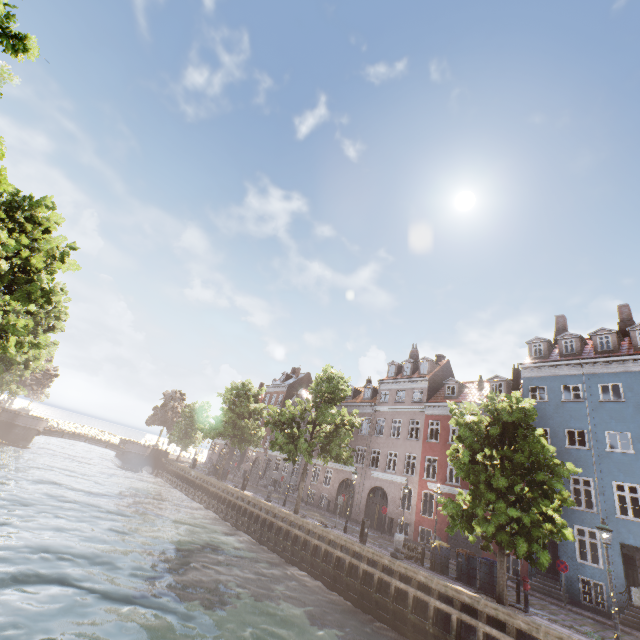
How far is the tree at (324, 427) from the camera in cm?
2351

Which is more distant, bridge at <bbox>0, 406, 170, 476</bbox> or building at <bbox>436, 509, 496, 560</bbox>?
bridge at <bbox>0, 406, 170, 476</bbox>

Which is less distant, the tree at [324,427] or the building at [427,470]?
the building at [427,470]

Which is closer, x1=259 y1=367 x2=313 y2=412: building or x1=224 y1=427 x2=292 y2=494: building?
x1=224 y1=427 x2=292 y2=494: building

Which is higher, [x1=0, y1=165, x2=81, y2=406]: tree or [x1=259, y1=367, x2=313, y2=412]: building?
[x1=259, y1=367, x2=313, y2=412]: building

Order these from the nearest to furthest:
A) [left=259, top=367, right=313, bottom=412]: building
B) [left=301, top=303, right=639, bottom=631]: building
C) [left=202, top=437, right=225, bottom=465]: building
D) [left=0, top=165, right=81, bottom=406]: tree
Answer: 1. [left=0, top=165, right=81, bottom=406]: tree
2. [left=301, top=303, right=639, bottom=631]: building
3. [left=259, top=367, right=313, bottom=412]: building
4. [left=202, top=437, right=225, bottom=465]: building

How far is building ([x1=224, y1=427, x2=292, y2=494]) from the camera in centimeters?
3984cm

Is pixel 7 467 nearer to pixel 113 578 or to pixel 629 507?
pixel 113 578
